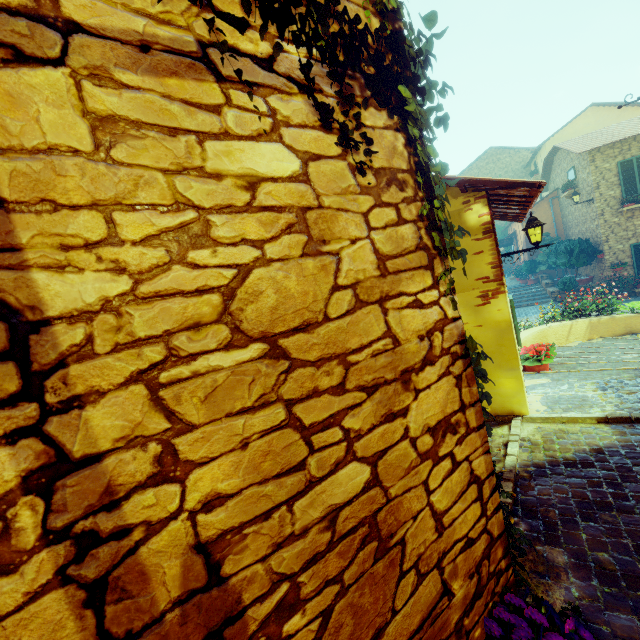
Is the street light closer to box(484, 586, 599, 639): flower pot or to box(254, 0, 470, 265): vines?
box(254, 0, 470, 265): vines

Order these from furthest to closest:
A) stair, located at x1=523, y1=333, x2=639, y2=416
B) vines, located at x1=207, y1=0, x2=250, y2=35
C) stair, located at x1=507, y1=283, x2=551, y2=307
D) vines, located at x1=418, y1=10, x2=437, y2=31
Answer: stair, located at x1=507, y1=283, x2=551, y2=307 < stair, located at x1=523, y1=333, x2=639, y2=416 < vines, located at x1=418, y1=10, x2=437, y2=31 < vines, located at x1=207, y1=0, x2=250, y2=35

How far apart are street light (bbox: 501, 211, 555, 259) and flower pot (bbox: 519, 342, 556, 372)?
1.6 meters

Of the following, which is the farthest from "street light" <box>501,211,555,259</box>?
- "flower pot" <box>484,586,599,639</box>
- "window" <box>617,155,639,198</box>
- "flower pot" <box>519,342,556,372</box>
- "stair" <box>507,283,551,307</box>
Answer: "flower pot" <box>484,586,599,639</box>

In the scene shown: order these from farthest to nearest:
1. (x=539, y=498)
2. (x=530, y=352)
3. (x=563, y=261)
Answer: (x=563, y=261), (x=530, y=352), (x=539, y=498)

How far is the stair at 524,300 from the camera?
17.1 meters

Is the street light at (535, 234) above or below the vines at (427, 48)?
below

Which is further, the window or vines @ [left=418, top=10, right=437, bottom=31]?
the window
